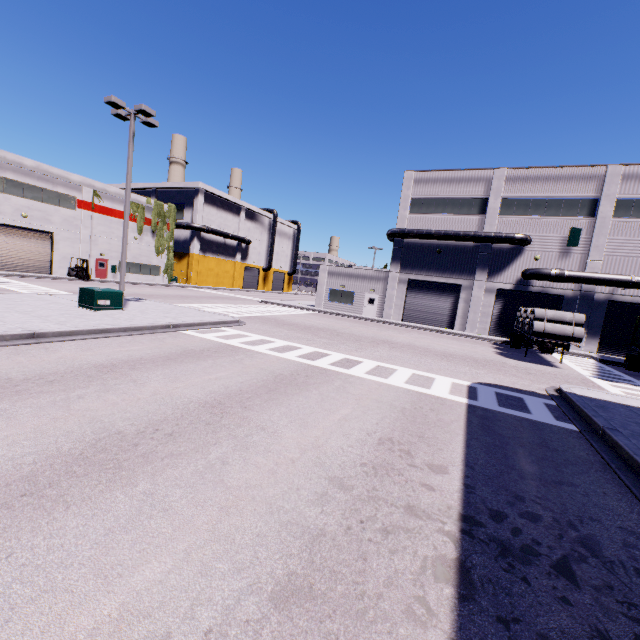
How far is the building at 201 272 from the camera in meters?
50.7 m

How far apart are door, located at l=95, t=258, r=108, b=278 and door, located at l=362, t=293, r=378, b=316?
30.9 meters

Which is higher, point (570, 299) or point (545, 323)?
point (570, 299)

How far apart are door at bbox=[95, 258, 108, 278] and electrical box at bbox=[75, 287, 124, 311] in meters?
26.2 m

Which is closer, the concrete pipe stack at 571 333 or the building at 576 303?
the concrete pipe stack at 571 333

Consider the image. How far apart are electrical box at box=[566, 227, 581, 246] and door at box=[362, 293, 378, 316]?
16.3 meters

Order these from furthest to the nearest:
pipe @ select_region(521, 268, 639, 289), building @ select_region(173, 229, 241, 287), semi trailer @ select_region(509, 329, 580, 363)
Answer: building @ select_region(173, 229, 241, 287), pipe @ select_region(521, 268, 639, 289), semi trailer @ select_region(509, 329, 580, 363)

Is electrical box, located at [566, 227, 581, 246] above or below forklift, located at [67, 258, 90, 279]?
above
